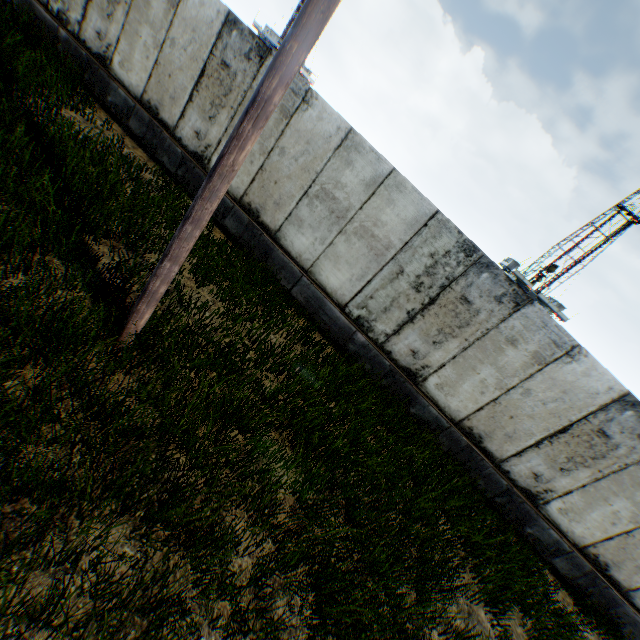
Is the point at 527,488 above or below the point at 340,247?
below
